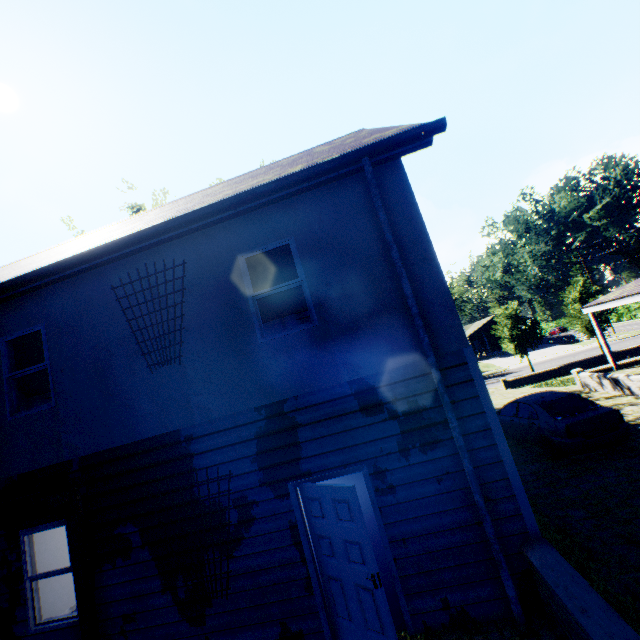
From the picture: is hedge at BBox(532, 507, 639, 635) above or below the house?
below

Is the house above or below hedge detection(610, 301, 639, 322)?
above

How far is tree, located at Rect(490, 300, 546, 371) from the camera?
28.7 meters

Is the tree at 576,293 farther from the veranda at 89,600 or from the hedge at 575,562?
the veranda at 89,600

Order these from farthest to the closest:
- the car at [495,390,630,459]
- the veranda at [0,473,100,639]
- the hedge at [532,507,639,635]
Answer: the car at [495,390,630,459] → the veranda at [0,473,100,639] → the hedge at [532,507,639,635]

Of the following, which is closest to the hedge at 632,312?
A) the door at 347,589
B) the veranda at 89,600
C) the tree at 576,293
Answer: the tree at 576,293

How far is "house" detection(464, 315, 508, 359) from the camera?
51.84m

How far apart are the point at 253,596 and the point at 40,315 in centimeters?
619cm
